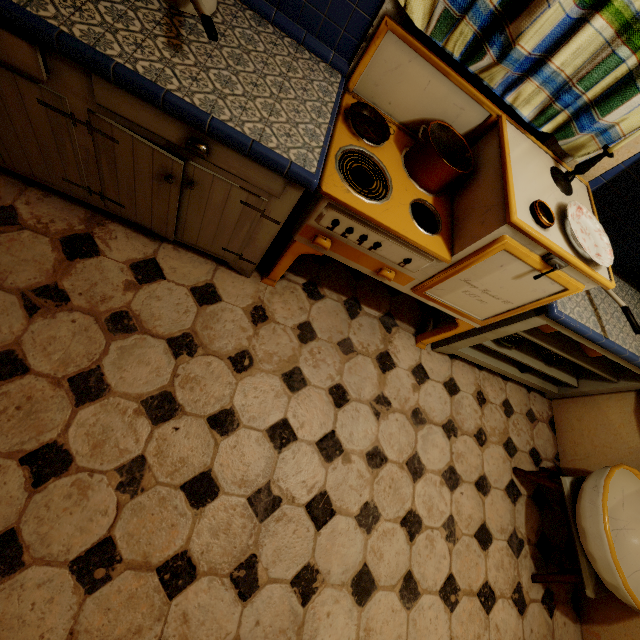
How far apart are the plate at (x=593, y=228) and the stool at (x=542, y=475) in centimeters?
139cm

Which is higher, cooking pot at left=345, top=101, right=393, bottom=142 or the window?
the window

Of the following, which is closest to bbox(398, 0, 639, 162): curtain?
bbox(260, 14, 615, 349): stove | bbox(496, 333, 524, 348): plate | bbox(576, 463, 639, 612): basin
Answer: bbox(260, 14, 615, 349): stove

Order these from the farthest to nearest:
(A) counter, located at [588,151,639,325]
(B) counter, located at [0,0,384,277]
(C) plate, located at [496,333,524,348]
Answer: (C) plate, located at [496,333,524,348] → (A) counter, located at [588,151,639,325] → (B) counter, located at [0,0,384,277]

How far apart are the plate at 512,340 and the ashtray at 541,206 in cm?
96

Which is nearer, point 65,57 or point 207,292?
point 65,57

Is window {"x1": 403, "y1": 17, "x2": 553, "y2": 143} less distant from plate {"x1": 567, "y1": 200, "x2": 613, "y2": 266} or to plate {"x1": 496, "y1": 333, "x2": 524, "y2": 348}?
plate {"x1": 567, "y1": 200, "x2": 613, "y2": 266}

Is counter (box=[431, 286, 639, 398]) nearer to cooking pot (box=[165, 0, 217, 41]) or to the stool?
the stool
